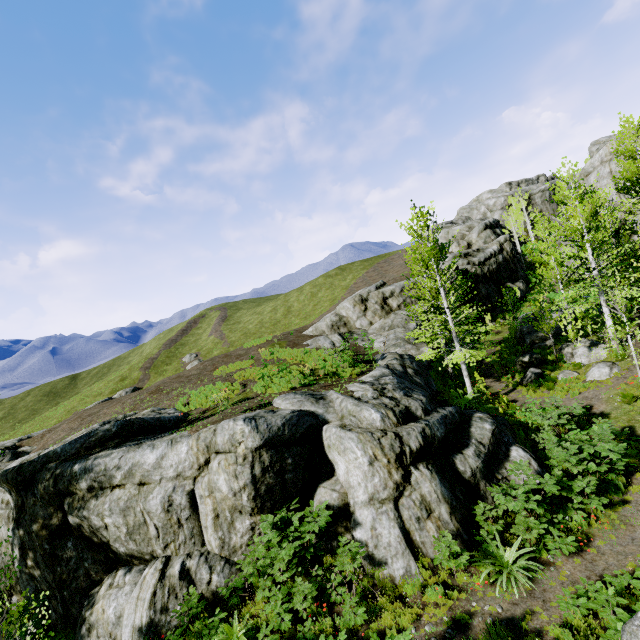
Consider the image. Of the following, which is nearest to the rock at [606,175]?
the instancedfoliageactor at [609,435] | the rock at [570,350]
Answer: the instancedfoliageactor at [609,435]

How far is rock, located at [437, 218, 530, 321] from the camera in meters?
33.3 m

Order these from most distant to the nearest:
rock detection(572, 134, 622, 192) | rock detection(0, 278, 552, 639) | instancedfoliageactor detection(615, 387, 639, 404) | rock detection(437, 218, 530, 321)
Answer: rock detection(437, 218, 530, 321), rock detection(572, 134, 622, 192), instancedfoliageactor detection(615, 387, 639, 404), rock detection(0, 278, 552, 639)

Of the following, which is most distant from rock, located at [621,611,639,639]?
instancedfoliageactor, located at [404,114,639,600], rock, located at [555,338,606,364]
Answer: rock, located at [555,338,606,364]

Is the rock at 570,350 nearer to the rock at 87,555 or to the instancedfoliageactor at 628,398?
the instancedfoliageactor at 628,398

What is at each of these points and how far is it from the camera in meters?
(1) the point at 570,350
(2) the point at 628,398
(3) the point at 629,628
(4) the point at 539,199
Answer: (1) rock, 18.3
(2) instancedfoliageactor, 12.9
(3) rock, 3.3
(4) rock, 59.8

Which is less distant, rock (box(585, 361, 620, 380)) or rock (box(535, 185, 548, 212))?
rock (box(585, 361, 620, 380))
